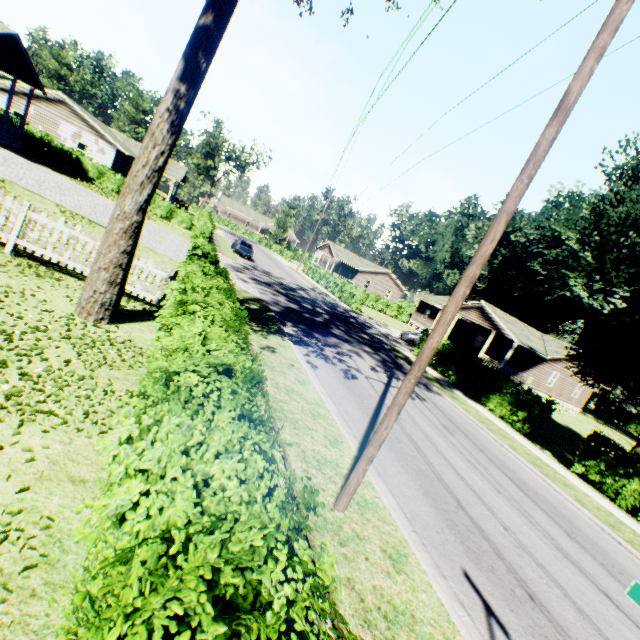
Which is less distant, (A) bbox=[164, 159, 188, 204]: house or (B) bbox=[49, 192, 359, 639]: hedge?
(B) bbox=[49, 192, 359, 639]: hedge

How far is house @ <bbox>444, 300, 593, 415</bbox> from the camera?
30.4m

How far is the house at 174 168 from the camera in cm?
4294

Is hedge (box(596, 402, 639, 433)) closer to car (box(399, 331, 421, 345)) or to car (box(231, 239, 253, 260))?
car (box(399, 331, 421, 345))

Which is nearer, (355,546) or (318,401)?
(355,546)

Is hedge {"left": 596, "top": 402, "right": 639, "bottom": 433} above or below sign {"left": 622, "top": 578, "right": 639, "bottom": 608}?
below

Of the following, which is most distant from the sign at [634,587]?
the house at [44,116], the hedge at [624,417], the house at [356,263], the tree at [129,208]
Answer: the hedge at [624,417]

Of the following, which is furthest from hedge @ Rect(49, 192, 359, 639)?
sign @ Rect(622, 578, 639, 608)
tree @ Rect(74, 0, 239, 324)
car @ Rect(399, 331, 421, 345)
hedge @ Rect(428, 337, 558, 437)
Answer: car @ Rect(399, 331, 421, 345)
